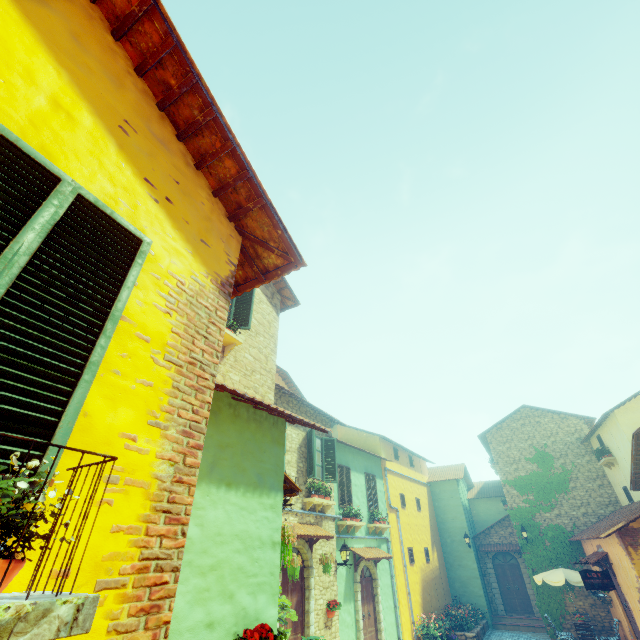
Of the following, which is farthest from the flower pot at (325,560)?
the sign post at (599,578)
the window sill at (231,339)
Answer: the sign post at (599,578)

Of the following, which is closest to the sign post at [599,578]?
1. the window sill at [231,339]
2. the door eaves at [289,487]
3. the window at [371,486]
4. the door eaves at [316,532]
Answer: the window at [371,486]

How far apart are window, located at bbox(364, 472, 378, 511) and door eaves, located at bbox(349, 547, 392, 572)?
1.4m

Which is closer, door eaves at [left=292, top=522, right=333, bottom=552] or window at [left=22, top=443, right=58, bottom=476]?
window at [left=22, top=443, right=58, bottom=476]

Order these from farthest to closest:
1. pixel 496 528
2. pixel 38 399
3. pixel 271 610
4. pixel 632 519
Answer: pixel 496 528 < pixel 632 519 < pixel 271 610 < pixel 38 399

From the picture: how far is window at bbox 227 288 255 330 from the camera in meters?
8.6

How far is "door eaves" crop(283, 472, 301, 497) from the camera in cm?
509

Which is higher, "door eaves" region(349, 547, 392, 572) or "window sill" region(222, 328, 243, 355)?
"window sill" region(222, 328, 243, 355)
